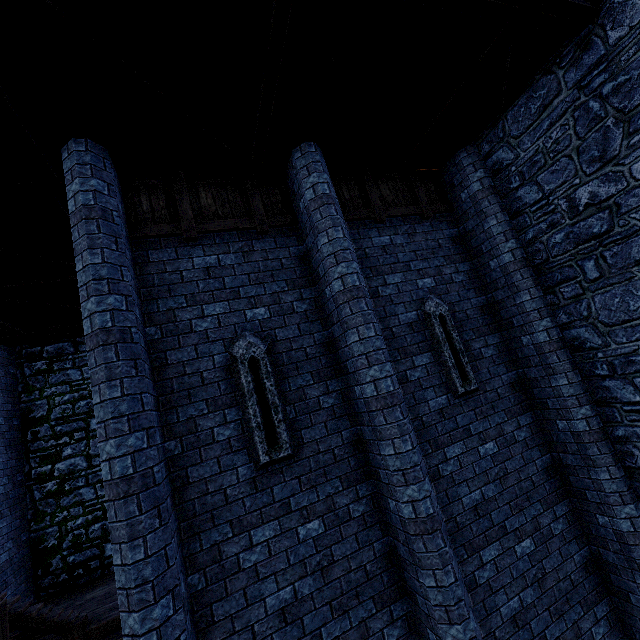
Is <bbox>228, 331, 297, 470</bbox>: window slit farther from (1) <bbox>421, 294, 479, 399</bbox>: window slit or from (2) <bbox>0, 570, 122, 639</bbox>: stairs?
(2) <bbox>0, 570, 122, 639</bbox>: stairs

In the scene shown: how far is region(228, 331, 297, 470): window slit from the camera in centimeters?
420cm

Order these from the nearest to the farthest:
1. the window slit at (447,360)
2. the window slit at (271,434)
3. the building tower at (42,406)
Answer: the window slit at (271,434)
the window slit at (447,360)
the building tower at (42,406)

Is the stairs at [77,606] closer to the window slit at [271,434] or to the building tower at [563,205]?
the building tower at [563,205]

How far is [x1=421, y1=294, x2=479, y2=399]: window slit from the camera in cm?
541

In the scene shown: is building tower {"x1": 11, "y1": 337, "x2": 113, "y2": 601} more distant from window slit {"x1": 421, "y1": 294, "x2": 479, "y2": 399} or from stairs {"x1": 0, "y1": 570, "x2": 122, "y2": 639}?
window slit {"x1": 421, "y1": 294, "x2": 479, "y2": 399}

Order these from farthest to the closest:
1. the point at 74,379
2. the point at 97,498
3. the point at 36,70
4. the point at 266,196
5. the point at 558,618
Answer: the point at 74,379
the point at 97,498
the point at 266,196
the point at 558,618
the point at 36,70

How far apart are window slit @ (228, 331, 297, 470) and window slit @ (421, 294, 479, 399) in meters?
2.8 m
